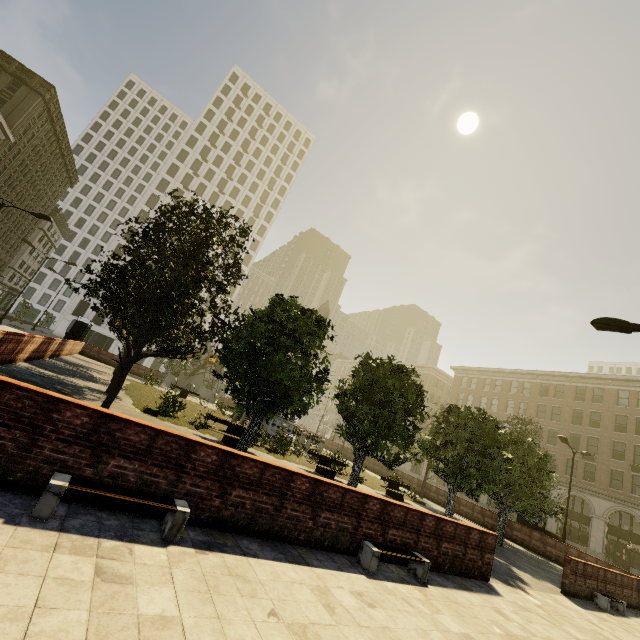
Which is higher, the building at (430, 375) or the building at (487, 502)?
the building at (430, 375)

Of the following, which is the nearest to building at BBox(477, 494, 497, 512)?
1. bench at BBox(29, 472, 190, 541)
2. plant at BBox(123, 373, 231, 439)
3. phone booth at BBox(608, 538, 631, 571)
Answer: phone booth at BBox(608, 538, 631, 571)

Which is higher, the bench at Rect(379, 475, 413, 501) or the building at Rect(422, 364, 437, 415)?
the building at Rect(422, 364, 437, 415)

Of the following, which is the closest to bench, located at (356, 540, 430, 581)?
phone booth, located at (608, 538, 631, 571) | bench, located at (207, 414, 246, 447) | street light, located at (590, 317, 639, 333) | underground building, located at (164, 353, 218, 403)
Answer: street light, located at (590, 317, 639, 333)

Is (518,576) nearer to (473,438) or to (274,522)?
(473,438)

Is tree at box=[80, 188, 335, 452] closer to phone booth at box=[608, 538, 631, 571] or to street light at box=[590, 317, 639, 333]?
phone booth at box=[608, 538, 631, 571]

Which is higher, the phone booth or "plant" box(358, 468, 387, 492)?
the phone booth

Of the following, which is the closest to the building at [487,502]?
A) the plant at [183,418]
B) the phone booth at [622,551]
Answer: the phone booth at [622,551]
